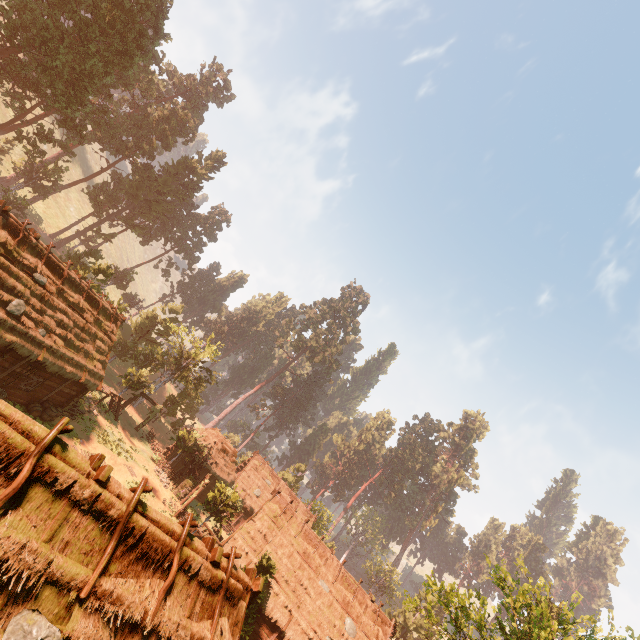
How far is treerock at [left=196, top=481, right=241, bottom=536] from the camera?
26.9m

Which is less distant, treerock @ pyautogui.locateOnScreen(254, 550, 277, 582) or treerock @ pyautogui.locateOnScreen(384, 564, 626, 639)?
treerock @ pyautogui.locateOnScreen(384, 564, 626, 639)

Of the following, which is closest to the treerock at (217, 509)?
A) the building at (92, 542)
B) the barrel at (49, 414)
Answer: the building at (92, 542)

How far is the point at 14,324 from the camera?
17.88m

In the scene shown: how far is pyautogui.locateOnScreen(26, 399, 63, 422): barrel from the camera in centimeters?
2141cm

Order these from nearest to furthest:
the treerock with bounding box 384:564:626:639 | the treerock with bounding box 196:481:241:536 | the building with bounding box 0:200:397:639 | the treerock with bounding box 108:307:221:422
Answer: the building with bounding box 0:200:397:639, the treerock with bounding box 384:564:626:639, the treerock with bounding box 196:481:241:536, the treerock with bounding box 108:307:221:422

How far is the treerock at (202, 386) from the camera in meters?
41.7
